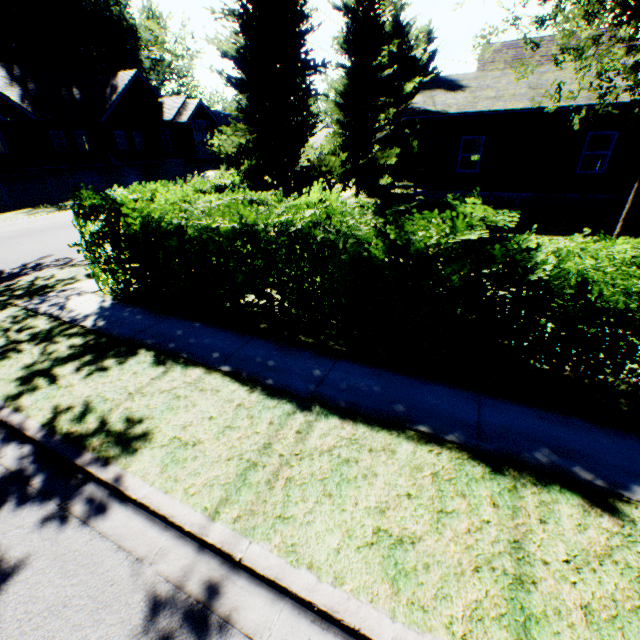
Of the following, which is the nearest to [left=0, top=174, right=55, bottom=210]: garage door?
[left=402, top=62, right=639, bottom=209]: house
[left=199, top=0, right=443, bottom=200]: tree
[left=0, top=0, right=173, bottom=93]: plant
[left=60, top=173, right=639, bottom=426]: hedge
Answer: [left=199, top=0, right=443, bottom=200]: tree

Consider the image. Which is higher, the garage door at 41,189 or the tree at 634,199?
the tree at 634,199

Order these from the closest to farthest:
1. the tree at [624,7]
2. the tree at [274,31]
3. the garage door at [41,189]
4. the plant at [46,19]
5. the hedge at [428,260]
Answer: the hedge at [428,260] < the tree at [624,7] < the tree at [274,31] < the garage door at [41,189] < the plant at [46,19]

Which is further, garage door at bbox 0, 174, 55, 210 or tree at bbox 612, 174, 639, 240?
garage door at bbox 0, 174, 55, 210

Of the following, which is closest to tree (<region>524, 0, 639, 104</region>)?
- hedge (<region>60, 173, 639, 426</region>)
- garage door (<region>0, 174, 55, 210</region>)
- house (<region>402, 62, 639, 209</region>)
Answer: house (<region>402, 62, 639, 209</region>)

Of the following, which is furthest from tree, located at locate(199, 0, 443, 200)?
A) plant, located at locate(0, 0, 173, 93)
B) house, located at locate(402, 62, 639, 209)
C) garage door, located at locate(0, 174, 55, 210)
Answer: garage door, located at locate(0, 174, 55, 210)

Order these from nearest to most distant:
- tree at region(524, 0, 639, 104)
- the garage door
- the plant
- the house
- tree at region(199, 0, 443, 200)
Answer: tree at region(524, 0, 639, 104) < tree at region(199, 0, 443, 200) < the house < the garage door < the plant

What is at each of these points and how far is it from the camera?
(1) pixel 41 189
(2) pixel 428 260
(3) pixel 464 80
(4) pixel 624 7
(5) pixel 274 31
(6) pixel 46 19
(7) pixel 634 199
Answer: (1) garage door, 27.5m
(2) hedge, 4.3m
(3) house, 17.4m
(4) tree, 5.5m
(5) tree, 8.6m
(6) plant, 35.4m
(7) tree, 7.1m
